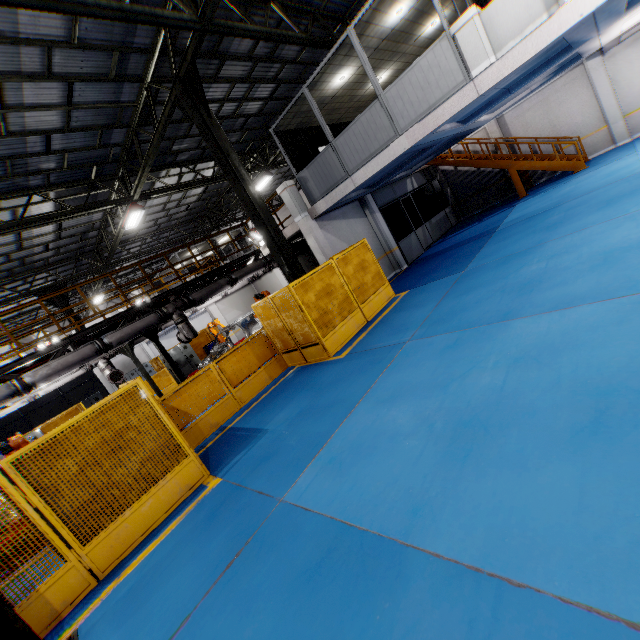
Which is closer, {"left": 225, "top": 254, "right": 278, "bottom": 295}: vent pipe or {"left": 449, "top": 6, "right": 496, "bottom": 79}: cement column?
{"left": 449, "top": 6, "right": 496, "bottom": 79}: cement column

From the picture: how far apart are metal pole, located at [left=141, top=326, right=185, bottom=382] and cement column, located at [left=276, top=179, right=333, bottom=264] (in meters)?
6.12

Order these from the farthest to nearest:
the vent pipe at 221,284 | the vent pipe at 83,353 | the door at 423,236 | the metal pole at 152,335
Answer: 1. the door at 423,236
2. the vent pipe at 221,284
3. the metal pole at 152,335
4. the vent pipe at 83,353

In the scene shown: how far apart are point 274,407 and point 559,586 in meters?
6.1 m

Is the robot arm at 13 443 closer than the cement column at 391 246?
Yes

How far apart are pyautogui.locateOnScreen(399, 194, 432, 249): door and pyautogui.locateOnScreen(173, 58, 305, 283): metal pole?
9.15m

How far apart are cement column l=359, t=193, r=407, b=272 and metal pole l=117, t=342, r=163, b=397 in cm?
1174

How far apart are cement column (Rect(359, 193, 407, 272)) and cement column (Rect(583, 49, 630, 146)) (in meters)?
10.69
